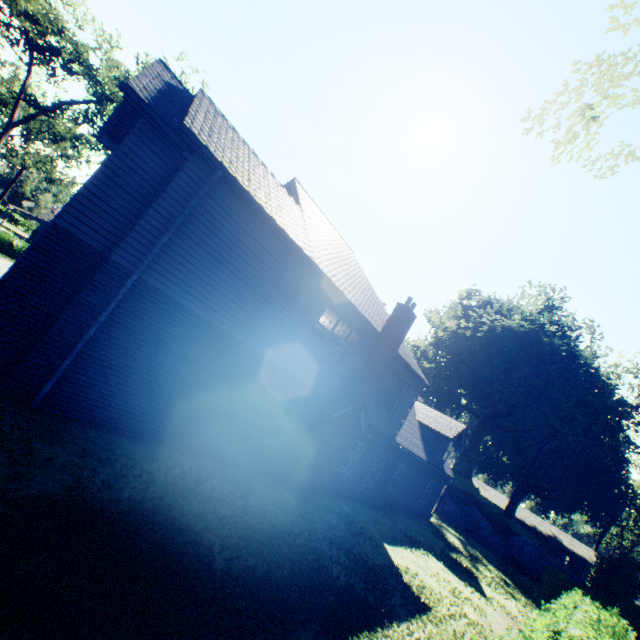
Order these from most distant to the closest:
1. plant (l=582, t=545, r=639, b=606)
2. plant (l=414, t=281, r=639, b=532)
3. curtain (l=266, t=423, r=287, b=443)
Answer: plant (l=414, t=281, r=639, b=532)
plant (l=582, t=545, r=639, b=606)
curtain (l=266, t=423, r=287, b=443)

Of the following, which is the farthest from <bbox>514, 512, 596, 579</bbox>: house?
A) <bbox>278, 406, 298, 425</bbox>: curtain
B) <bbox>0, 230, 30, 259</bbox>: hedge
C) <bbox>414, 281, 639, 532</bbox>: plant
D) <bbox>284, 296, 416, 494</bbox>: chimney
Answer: <bbox>0, 230, 30, 259</bbox>: hedge

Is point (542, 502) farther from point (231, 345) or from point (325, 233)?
point (231, 345)

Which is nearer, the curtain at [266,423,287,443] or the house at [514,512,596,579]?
the curtain at [266,423,287,443]

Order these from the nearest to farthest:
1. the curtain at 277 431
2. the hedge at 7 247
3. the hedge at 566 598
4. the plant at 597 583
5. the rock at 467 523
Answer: the hedge at 566 598, the curtain at 277 431, the plant at 597 583, the hedge at 7 247, the rock at 467 523

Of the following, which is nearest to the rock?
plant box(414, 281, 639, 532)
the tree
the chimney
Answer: plant box(414, 281, 639, 532)

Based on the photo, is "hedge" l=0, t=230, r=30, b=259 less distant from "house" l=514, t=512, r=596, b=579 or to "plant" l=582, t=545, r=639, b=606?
"plant" l=582, t=545, r=639, b=606

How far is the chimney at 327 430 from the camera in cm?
1245
